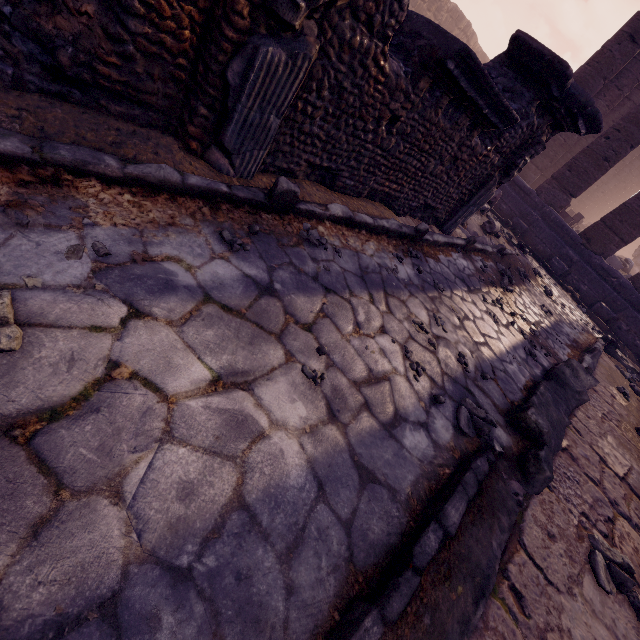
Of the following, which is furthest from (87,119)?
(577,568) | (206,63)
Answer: (577,568)

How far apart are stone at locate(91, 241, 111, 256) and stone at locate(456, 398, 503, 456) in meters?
2.4 m

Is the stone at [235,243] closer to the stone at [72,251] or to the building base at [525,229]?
the stone at [72,251]

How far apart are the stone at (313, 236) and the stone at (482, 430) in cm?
169

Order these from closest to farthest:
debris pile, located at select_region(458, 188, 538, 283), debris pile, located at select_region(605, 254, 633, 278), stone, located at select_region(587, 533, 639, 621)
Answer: stone, located at select_region(587, 533, 639, 621)
debris pile, located at select_region(458, 188, 538, 283)
debris pile, located at select_region(605, 254, 633, 278)

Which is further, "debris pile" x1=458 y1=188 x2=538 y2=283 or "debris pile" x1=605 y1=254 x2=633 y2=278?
"debris pile" x1=605 y1=254 x2=633 y2=278

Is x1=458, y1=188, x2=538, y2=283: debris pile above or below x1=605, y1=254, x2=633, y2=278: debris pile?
below

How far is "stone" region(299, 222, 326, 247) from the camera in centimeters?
261cm
